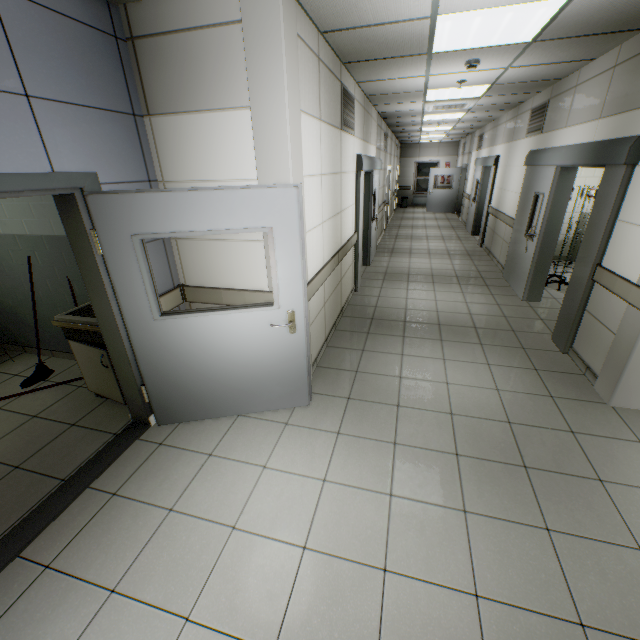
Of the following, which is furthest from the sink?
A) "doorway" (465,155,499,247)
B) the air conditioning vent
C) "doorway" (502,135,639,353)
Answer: "doorway" (465,155,499,247)

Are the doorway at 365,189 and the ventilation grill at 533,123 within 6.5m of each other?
yes

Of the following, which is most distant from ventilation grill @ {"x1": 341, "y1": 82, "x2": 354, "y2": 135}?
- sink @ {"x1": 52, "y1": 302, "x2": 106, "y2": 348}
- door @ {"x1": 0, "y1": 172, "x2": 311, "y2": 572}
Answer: sink @ {"x1": 52, "y1": 302, "x2": 106, "y2": 348}

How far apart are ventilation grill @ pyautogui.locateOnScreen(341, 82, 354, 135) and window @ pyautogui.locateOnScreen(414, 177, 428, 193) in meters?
15.2

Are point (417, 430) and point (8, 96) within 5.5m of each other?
yes

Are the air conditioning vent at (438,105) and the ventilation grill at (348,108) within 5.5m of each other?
yes

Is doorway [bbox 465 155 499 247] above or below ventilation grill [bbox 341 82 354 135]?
below

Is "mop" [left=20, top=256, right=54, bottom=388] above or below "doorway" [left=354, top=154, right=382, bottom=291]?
below
